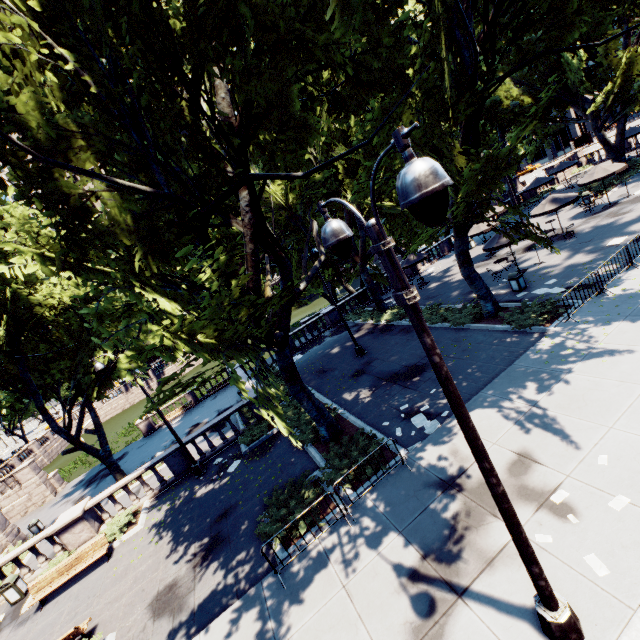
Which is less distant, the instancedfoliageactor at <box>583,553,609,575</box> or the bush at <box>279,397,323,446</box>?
the instancedfoliageactor at <box>583,553,609,575</box>

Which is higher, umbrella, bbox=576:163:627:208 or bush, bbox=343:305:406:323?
umbrella, bbox=576:163:627:208

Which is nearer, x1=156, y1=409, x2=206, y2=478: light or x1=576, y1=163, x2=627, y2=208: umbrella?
x1=156, y1=409, x2=206, y2=478: light

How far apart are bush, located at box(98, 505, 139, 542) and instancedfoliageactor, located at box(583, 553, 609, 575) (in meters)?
16.50

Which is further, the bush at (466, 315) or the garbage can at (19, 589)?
the bush at (466, 315)

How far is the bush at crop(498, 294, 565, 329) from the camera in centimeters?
1319cm

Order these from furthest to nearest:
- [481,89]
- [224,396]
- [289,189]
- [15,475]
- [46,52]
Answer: [289,189], [224,396], [15,475], [481,89], [46,52]

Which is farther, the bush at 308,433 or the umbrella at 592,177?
the umbrella at 592,177
